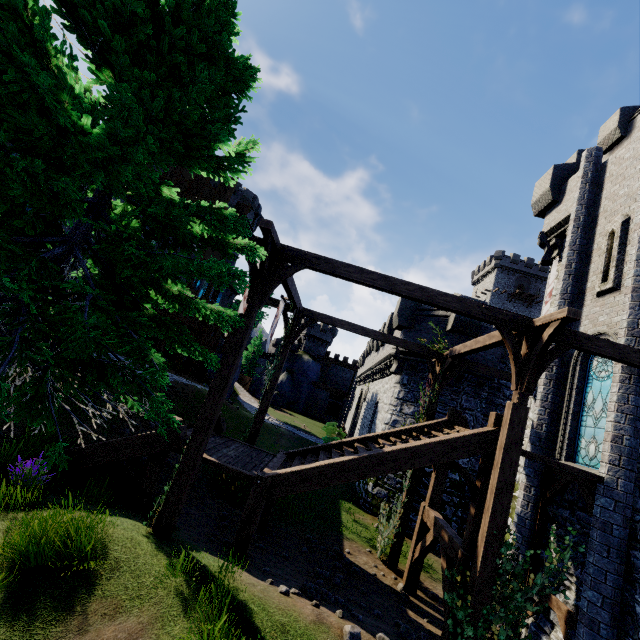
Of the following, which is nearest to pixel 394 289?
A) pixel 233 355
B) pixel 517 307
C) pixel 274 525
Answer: pixel 233 355

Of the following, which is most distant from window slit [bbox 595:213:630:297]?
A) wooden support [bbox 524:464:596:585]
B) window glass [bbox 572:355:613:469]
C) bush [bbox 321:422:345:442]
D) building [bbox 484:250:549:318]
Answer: building [bbox 484:250:549:318]

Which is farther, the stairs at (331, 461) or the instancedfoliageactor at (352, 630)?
the stairs at (331, 461)

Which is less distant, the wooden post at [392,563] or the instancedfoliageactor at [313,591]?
the instancedfoliageactor at [313,591]

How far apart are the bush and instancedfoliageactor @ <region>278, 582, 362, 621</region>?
31.2m

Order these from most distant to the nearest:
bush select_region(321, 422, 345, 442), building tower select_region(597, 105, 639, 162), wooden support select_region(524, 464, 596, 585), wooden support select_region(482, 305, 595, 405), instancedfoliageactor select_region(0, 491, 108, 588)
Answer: bush select_region(321, 422, 345, 442), building tower select_region(597, 105, 639, 162), wooden support select_region(524, 464, 596, 585), wooden support select_region(482, 305, 595, 405), instancedfoliageactor select_region(0, 491, 108, 588)

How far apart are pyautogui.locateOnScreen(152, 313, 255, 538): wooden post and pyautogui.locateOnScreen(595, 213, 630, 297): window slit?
10.6 meters

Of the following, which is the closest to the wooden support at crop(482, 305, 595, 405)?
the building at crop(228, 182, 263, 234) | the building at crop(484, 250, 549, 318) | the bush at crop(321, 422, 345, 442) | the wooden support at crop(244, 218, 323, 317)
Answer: the wooden support at crop(244, 218, 323, 317)
